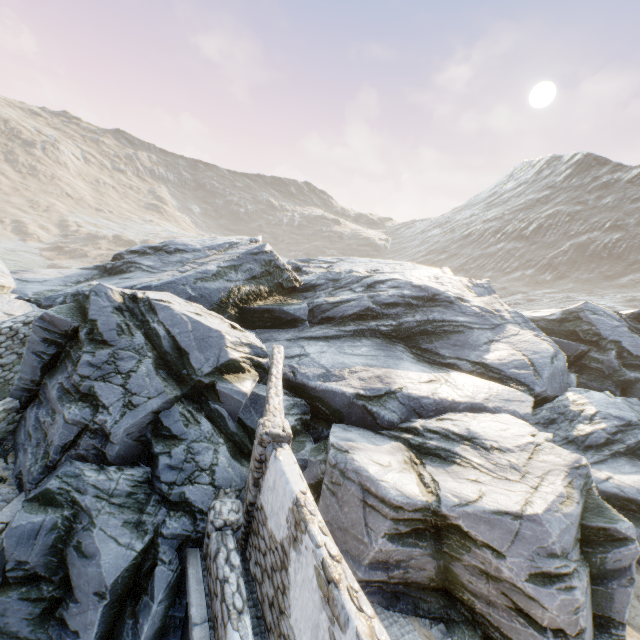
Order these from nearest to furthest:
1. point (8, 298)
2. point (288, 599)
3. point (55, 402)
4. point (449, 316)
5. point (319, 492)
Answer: point (288, 599), point (55, 402), point (319, 492), point (8, 298), point (449, 316)

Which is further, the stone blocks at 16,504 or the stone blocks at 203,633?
the stone blocks at 16,504

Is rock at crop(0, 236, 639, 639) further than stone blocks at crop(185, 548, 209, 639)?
Yes

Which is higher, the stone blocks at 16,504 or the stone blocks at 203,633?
the stone blocks at 16,504

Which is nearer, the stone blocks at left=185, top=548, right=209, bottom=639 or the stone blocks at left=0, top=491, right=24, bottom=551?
the stone blocks at left=185, top=548, right=209, bottom=639

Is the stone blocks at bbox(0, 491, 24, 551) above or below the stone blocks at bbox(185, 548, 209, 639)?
above
